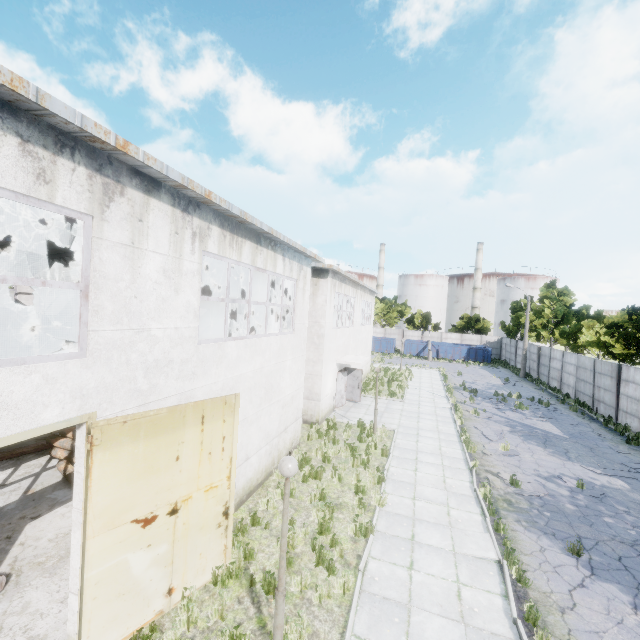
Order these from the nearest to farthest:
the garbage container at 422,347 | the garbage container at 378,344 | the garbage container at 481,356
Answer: the garbage container at 481,356 < the garbage container at 422,347 < the garbage container at 378,344

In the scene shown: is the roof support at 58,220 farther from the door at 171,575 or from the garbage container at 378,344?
the garbage container at 378,344

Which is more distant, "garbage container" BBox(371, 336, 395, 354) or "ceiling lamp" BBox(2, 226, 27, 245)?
"garbage container" BBox(371, 336, 395, 354)

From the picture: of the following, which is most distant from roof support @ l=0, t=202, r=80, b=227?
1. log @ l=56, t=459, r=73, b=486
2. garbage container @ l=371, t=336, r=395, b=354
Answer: garbage container @ l=371, t=336, r=395, b=354

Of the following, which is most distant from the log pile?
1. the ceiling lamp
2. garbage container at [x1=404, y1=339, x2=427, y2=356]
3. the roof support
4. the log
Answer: garbage container at [x1=404, y1=339, x2=427, y2=356]

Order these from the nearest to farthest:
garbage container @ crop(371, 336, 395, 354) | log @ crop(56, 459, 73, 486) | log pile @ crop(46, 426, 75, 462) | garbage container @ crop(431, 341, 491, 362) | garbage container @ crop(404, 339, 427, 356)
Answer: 1. log @ crop(56, 459, 73, 486)
2. log pile @ crop(46, 426, 75, 462)
3. garbage container @ crop(431, 341, 491, 362)
4. garbage container @ crop(404, 339, 427, 356)
5. garbage container @ crop(371, 336, 395, 354)

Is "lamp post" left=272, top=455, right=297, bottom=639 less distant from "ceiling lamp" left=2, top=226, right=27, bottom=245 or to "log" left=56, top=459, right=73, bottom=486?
"log" left=56, top=459, right=73, bottom=486

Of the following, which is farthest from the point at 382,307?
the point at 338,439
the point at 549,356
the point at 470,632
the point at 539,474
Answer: the point at 470,632
